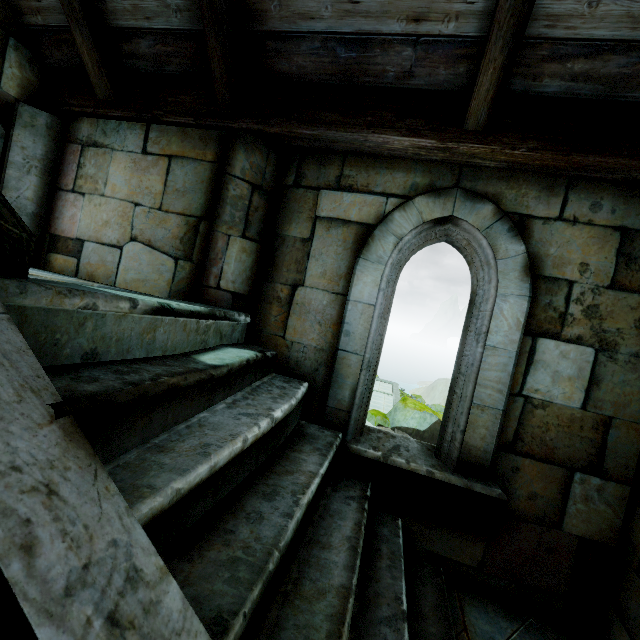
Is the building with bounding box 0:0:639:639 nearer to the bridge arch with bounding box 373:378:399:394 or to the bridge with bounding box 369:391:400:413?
the bridge with bounding box 369:391:400:413

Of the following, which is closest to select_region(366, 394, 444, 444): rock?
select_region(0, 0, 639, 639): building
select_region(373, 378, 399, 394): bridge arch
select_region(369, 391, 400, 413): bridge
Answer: select_region(369, 391, 400, 413): bridge

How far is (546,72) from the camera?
2.0 meters

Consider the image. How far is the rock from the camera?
19.2 meters

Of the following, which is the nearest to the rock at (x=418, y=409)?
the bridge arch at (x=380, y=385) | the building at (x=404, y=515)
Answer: the building at (x=404, y=515)

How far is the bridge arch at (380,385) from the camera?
31.2 meters

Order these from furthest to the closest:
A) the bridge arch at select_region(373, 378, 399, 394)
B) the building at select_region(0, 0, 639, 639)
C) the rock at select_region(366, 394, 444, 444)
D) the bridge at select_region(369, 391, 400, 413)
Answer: the bridge arch at select_region(373, 378, 399, 394)
the bridge at select_region(369, 391, 400, 413)
the rock at select_region(366, 394, 444, 444)
the building at select_region(0, 0, 639, 639)

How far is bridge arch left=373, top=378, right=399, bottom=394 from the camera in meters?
31.2 m
